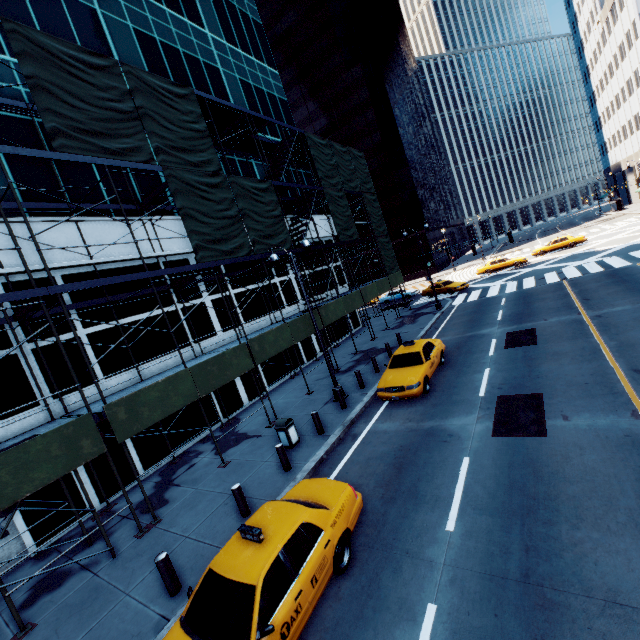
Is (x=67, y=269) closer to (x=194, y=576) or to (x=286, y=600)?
(x=194, y=576)

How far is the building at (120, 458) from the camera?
12.6m

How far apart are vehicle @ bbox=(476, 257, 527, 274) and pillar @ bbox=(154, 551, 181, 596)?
39.9m

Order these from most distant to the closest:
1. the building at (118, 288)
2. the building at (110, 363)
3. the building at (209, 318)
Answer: the building at (209, 318) → the building at (118, 288) → the building at (110, 363)

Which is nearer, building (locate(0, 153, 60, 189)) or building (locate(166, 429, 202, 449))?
building (locate(0, 153, 60, 189))

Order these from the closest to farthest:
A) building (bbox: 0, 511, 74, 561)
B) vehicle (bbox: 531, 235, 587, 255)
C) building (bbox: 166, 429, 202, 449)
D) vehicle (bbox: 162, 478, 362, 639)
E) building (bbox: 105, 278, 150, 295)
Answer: vehicle (bbox: 162, 478, 362, 639) < building (bbox: 0, 511, 74, 561) < building (bbox: 105, 278, 150, 295) < building (bbox: 166, 429, 202, 449) < vehicle (bbox: 531, 235, 587, 255)

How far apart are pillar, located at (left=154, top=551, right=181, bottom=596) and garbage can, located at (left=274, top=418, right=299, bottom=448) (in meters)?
5.03

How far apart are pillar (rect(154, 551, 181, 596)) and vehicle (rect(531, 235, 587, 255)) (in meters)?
44.64
